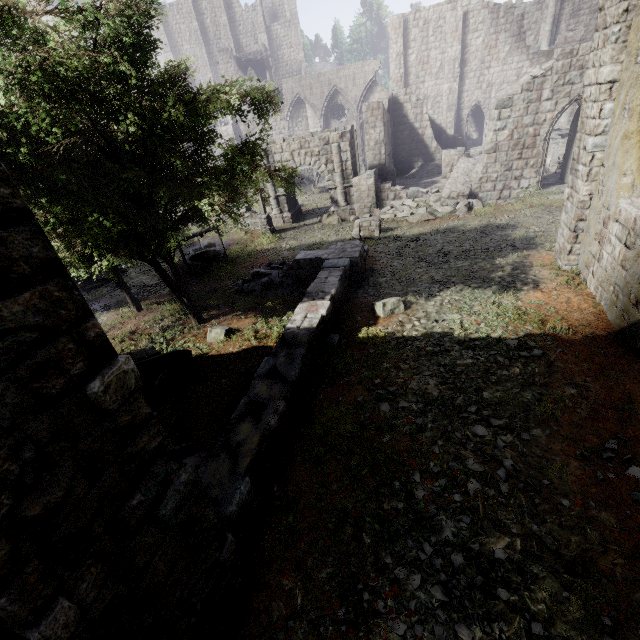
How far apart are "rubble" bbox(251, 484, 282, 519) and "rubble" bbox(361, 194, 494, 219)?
16.2 meters

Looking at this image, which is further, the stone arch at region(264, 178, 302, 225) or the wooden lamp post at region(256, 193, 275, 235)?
the stone arch at region(264, 178, 302, 225)

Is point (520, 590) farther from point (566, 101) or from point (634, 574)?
point (566, 101)

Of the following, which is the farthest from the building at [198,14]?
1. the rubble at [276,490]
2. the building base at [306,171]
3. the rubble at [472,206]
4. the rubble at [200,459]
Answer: the rubble at [276,490]

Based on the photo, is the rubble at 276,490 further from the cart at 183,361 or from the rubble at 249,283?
the rubble at 249,283

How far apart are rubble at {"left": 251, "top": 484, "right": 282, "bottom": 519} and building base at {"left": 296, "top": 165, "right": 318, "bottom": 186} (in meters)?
30.48

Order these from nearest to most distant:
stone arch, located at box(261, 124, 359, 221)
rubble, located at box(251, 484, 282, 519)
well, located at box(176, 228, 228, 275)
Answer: rubble, located at box(251, 484, 282, 519) → well, located at box(176, 228, 228, 275) → stone arch, located at box(261, 124, 359, 221)

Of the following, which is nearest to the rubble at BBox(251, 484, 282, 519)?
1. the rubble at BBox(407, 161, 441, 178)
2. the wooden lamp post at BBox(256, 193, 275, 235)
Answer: the wooden lamp post at BBox(256, 193, 275, 235)
